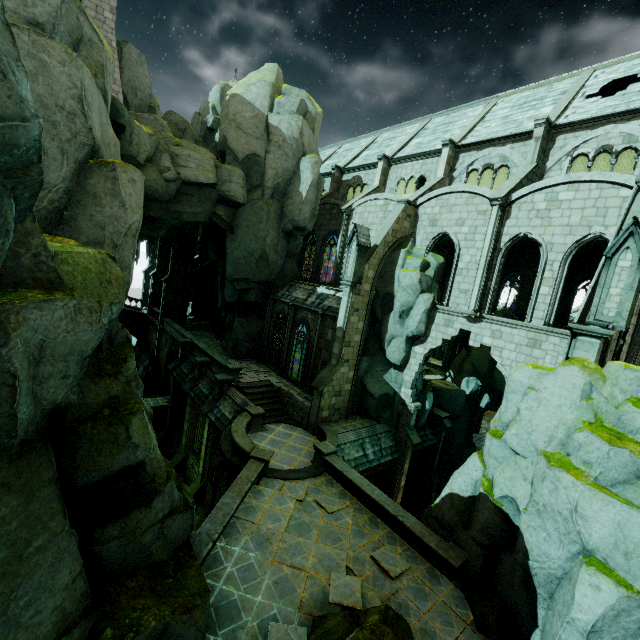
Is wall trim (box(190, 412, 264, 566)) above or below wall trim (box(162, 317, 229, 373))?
below

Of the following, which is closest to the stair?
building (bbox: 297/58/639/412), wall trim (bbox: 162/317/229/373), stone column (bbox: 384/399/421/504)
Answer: wall trim (bbox: 162/317/229/373)

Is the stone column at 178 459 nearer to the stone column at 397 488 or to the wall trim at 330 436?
the wall trim at 330 436

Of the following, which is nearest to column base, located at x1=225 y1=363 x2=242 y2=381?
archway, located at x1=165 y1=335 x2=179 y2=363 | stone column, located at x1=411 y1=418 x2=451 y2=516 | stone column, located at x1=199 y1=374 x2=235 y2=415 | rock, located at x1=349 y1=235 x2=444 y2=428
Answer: stone column, located at x1=199 y1=374 x2=235 y2=415

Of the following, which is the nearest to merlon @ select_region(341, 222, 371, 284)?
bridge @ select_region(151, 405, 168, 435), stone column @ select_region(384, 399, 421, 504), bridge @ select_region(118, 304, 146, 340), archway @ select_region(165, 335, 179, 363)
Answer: stone column @ select_region(384, 399, 421, 504)

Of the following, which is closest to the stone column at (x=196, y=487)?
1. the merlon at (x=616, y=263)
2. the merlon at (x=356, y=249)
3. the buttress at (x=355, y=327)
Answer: the buttress at (x=355, y=327)

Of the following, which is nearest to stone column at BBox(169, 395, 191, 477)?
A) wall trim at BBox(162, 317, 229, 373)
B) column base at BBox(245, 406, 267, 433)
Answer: wall trim at BBox(162, 317, 229, 373)

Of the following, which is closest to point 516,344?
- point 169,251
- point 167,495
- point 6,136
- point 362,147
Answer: point 167,495
